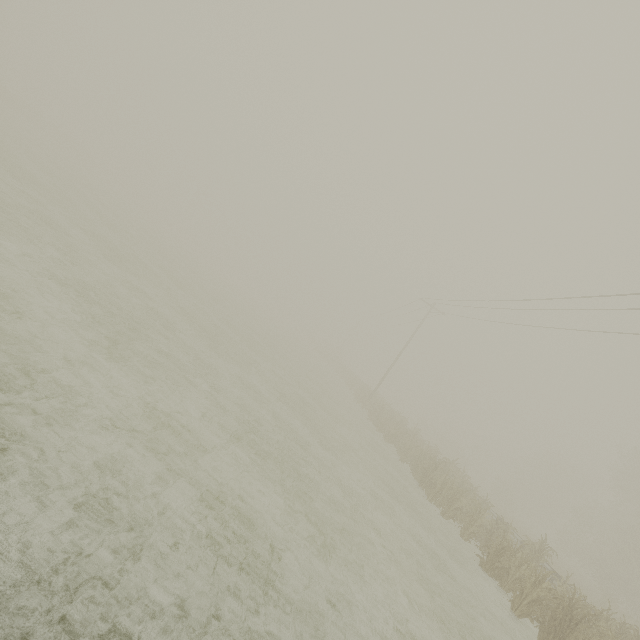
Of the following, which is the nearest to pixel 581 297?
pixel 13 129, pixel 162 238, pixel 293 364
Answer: pixel 293 364
